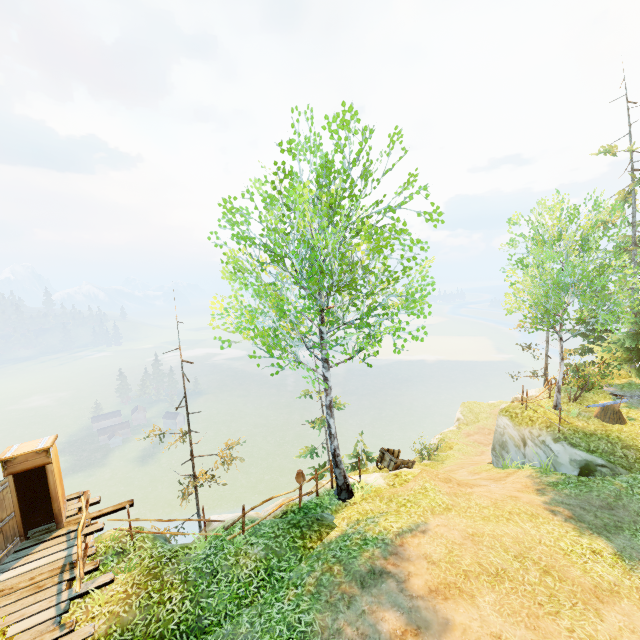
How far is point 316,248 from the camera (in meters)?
10.12

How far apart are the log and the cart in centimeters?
881cm

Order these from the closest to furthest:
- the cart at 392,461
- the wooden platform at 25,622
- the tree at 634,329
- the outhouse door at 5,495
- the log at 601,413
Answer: the wooden platform at 25,622
the outhouse door at 5,495
the tree at 634,329
the log at 601,413
the cart at 392,461

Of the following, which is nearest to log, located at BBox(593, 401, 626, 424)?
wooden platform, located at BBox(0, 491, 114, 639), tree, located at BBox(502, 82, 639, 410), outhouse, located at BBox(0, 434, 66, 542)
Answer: tree, located at BBox(502, 82, 639, 410)

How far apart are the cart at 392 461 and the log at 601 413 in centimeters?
881cm

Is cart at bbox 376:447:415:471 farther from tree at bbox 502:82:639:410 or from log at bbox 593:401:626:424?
tree at bbox 502:82:639:410

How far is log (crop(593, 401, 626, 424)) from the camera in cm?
1484

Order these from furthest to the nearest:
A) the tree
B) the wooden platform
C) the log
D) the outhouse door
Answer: the log < the tree < the outhouse door < the wooden platform
